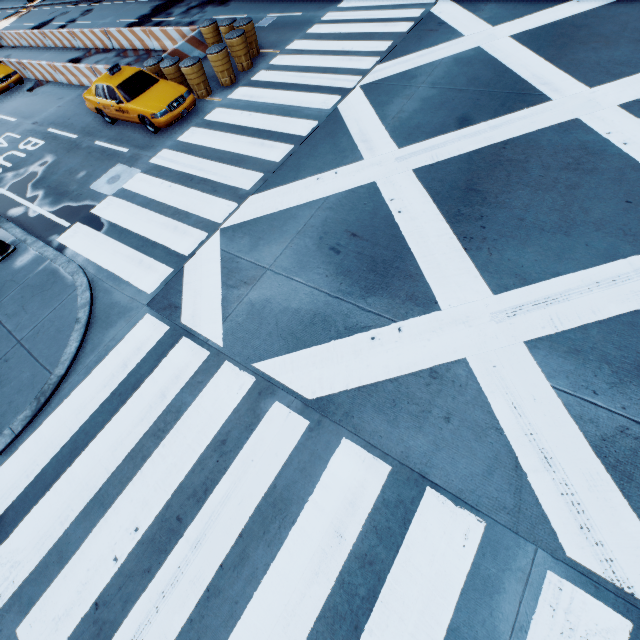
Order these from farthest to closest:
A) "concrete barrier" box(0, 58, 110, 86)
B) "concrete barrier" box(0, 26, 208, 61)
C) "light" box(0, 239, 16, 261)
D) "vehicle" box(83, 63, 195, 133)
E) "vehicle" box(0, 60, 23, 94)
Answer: "vehicle" box(0, 60, 23, 94)
"concrete barrier" box(0, 58, 110, 86)
"concrete barrier" box(0, 26, 208, 61)
"vehicle" box(83, 63, 195, 133)
"light" box(0, 239, 16, 261)

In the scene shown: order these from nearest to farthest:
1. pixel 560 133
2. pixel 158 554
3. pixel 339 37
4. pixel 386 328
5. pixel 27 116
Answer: pixel 158 554 < pixel 386 328 < pixel 560 133 < pixel 339 37 < pixel 27 116

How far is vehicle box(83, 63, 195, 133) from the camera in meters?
11.2 m

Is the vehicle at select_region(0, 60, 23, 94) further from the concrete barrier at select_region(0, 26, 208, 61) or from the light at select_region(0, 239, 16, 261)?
the light at select_region(0, 239, 16, 261)

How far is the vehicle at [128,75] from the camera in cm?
1119

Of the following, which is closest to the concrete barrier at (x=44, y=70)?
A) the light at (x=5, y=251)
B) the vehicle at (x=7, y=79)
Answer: the vehicle at (x=7, y=79)

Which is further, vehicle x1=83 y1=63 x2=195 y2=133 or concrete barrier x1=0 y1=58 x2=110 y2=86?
concrete barrier x1=0 y1=58 x2=110 y2=86

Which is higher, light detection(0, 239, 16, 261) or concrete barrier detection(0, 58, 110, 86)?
concrete barrier detection(0, 58, 110, 86)
